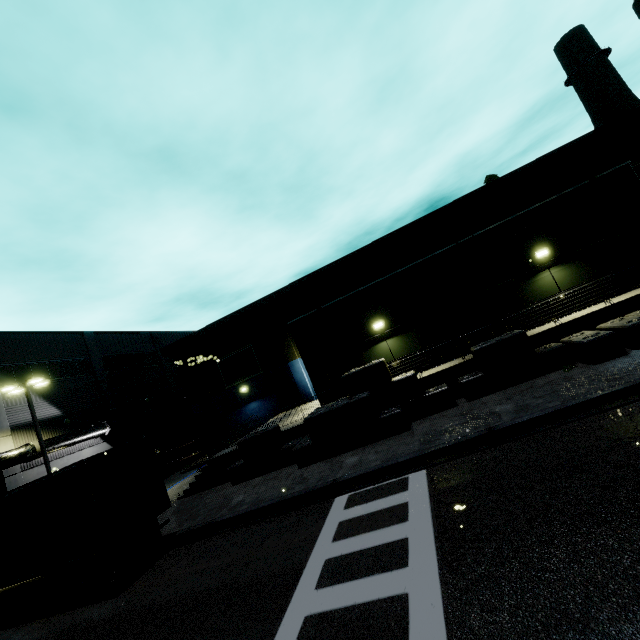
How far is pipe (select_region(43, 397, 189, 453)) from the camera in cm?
2236

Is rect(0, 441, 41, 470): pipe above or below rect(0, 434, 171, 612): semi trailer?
above

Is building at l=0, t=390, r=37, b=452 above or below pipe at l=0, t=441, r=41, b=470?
above

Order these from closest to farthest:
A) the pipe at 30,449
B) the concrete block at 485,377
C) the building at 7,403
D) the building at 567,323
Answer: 1. the concrete block at 485,377
2. the building at 567,323
3. the pipe at 30,449
4. the building at 7,403

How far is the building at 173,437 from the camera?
32.8 meters

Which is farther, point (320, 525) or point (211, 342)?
point (211, 342)

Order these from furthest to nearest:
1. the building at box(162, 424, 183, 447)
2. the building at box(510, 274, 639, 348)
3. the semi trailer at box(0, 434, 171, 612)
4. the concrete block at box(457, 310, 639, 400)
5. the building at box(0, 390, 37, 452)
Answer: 1. the building at box(162, 424, 183, 447)
2. the building at box(0, 390, 37, 452)
3. the building at box(510, 274, 639, 348)
4. the concrete block at box(457, 310, 639, 400)
5. the semi trailer at box(0, 434, 171, 612)

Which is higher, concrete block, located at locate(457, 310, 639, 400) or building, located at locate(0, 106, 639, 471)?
building, located at locate(0, 106, 639, 471)
